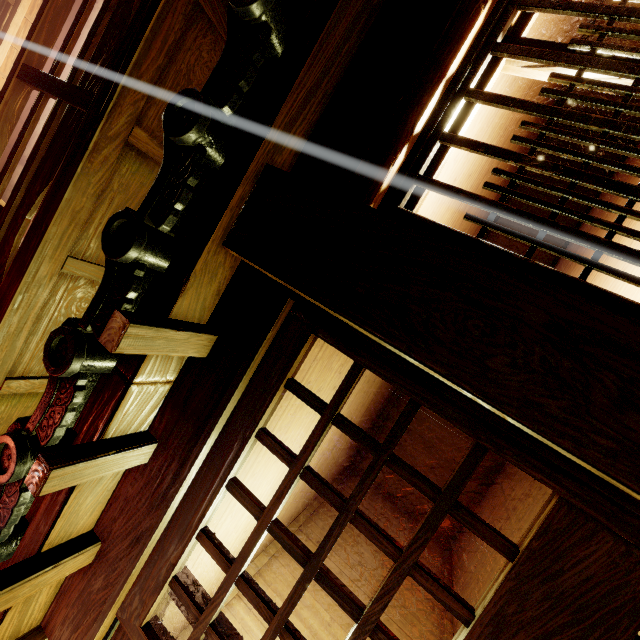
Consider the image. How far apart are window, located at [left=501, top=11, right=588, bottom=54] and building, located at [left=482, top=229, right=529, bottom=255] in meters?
9.0 m

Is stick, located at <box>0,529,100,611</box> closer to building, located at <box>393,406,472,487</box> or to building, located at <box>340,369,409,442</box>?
building, located at <box>340,369,409,442</box>

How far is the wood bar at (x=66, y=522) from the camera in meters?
2.8

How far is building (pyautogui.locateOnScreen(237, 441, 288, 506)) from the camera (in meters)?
4.34

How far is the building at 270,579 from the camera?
7.7 meters

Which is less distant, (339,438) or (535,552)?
(535,552)

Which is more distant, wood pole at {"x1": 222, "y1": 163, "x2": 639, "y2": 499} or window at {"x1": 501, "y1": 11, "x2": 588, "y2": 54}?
window at {"x1": 501, "y1": 11, "x2": 588, "y2": 54}

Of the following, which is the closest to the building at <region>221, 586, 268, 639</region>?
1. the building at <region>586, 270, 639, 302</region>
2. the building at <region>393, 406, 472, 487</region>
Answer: the building at <region>586, 270, 639, 302</region>
